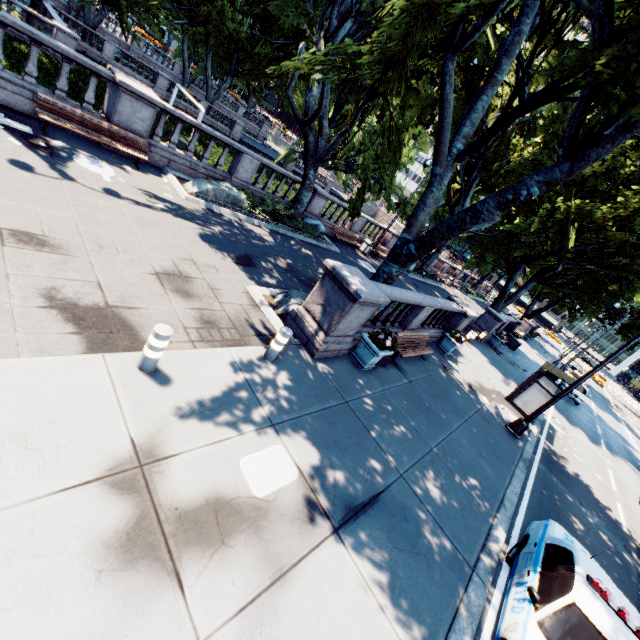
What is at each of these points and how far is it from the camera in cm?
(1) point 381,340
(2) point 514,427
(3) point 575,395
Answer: (1) plant, 872
(2) light, 1219
(3) vehicle, 2550

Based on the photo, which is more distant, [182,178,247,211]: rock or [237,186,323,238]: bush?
[237,186,323,238]: bush

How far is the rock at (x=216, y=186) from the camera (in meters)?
12.35

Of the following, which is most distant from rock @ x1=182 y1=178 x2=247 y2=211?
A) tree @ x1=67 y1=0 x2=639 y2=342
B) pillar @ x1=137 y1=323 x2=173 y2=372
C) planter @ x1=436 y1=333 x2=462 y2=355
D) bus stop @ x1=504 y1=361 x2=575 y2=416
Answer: bus stop @ x1=504 y1=361 x2=575 y2=416

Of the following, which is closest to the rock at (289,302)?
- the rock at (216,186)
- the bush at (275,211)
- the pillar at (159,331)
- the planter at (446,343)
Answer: the pillar at (159,331)

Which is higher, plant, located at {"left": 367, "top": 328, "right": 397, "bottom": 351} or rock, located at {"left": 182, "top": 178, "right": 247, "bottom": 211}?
plant, located at {"left": 367, "top": 328, "right": 397, "bottom": 351}

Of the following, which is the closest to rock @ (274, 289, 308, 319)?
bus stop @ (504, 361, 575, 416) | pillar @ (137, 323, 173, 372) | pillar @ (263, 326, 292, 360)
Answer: pillar @ (263, 326, 292, 360)

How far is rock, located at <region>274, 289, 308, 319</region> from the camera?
8.9 meters
